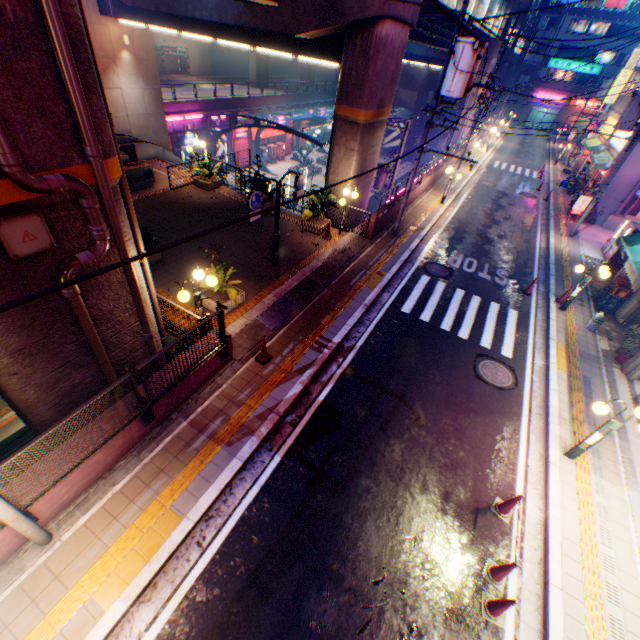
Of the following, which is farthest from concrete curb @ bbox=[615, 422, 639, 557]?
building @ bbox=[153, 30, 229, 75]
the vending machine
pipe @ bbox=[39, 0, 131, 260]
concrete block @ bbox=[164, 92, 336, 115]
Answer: building @ bbox=[153, 30, 229, 75]

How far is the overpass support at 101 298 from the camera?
6.27m

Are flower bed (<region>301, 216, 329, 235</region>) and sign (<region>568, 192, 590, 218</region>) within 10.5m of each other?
no

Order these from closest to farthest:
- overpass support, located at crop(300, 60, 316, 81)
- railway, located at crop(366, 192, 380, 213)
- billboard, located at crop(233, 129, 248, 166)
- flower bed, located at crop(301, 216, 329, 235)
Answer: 1. flower bed, located at crop(301, 216, 329, 235)
2. billboard, located at crop(233, 129, 248, 166)
3. railway, located at crop(366, 192, 380, 213)
4. overpass support, located at crop(300, 60, 316, 81)

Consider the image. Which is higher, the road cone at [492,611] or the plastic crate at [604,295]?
the plastic crate at [604,295]

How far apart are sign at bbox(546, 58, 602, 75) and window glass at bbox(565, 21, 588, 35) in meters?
3.0 m

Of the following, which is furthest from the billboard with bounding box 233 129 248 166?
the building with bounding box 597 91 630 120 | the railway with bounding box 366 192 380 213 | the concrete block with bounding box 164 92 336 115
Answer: the building with bounding box 597 91 630 120

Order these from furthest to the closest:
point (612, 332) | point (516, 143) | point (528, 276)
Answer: point (516, 143), point (528, 276), point (612, 332)
